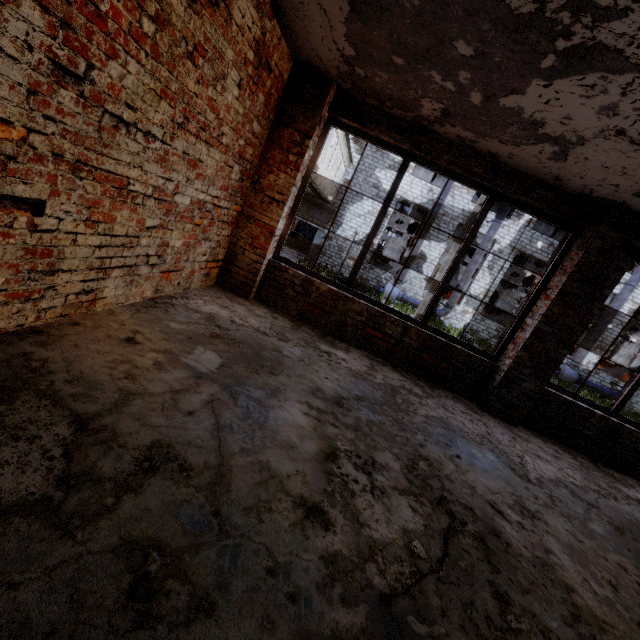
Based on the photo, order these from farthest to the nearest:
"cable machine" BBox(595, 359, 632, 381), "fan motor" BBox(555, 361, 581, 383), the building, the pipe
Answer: "cable machine" BBox(595, 359, 632, 381), "fan motor" BBox(555, 361, 581, 383), the pipe, the building

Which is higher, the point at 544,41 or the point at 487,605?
the point at 544,41

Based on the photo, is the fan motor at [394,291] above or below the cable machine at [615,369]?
below

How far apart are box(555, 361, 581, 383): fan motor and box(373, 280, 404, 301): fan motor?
11.3 meters

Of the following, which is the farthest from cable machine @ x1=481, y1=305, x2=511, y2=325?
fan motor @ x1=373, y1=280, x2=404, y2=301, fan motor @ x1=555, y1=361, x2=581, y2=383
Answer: fan motor @ x1=373, y1=280, x2=404, y2=301

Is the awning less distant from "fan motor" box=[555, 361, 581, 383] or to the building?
the building

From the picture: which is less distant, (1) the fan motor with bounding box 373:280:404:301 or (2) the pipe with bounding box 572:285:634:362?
(2) the pipe with bounding box 572:285:634:362

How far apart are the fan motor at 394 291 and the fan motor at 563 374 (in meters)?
11.31
